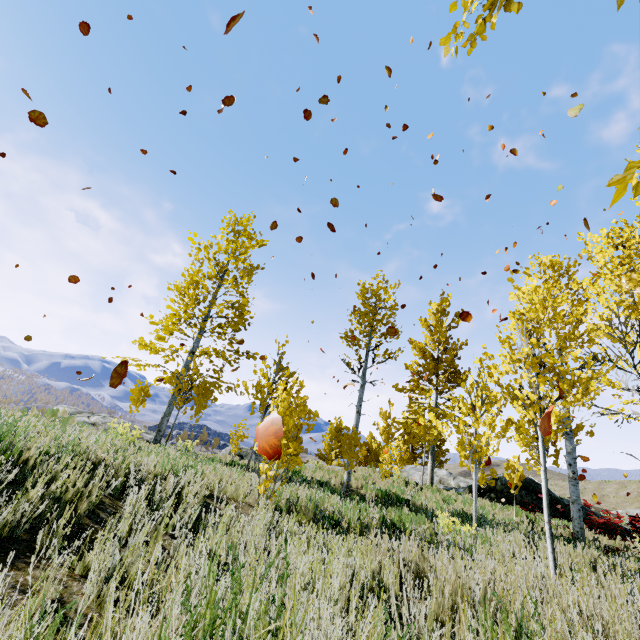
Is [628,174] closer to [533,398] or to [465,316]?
[533,398]

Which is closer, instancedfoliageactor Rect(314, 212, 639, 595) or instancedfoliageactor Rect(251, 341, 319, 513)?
instancedfoliageactor Rect(314, 212, 639, 595)

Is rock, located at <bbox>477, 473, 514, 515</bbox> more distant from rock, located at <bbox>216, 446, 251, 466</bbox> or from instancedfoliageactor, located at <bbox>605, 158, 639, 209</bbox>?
rock, located at <bbox>216, 446, 251, 466</bbox>

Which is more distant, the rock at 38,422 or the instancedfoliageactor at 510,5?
the rock at 38,422

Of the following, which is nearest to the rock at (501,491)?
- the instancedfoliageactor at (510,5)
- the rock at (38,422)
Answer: the instancedfoliageactor at (510,5)

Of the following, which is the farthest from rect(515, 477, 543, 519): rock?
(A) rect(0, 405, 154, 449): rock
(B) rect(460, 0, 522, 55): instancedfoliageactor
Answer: (A) rect(0, 405, 154, 449): rock

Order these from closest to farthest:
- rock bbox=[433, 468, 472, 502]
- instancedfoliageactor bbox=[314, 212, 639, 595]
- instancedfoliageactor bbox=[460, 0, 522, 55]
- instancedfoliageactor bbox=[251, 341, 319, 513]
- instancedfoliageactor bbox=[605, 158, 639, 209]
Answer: instancedfoliageactor bbox=[605, 158, 639, 209] < instancedfoliageactor bbox=[460, 0, 522, 55] < instancedfoliageactor bbox=[314, 212, 639, 595] < instancedfoliageactor bbox=[251, 341, 319, 513] < rock bbox=[433, 468, 472, 502]

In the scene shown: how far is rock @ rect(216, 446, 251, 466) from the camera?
12.3m
